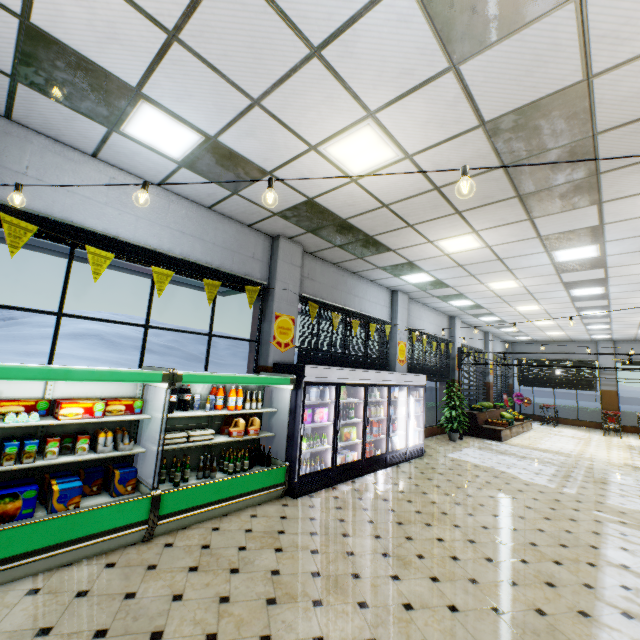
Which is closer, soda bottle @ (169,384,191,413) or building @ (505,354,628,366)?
soda bottle @ (169,384,191,413)

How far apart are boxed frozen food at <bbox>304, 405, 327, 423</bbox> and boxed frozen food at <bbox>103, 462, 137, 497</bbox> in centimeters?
303cm

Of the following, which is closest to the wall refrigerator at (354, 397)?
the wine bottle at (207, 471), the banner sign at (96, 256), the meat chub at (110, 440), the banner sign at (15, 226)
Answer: the wine bottle at (207, 471)

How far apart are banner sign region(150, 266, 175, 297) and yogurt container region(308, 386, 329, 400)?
3.19m

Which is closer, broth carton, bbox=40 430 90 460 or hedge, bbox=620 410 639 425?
broth carton, bbox=40 430 90 460

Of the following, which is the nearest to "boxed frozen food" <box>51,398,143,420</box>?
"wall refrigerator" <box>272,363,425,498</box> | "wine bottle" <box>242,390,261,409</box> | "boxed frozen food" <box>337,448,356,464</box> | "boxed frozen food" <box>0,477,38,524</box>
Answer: "boxed frozen food" <box>0,477,38,524</box>

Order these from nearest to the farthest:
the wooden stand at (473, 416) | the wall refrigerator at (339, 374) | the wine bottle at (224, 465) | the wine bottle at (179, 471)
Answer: the wine bottle at (179, 471), the wine bottle at (224, 465), the wall refrigerator at (339, 374), the wooden stand at (473, 416)

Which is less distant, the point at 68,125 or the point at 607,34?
the point at 607,34
